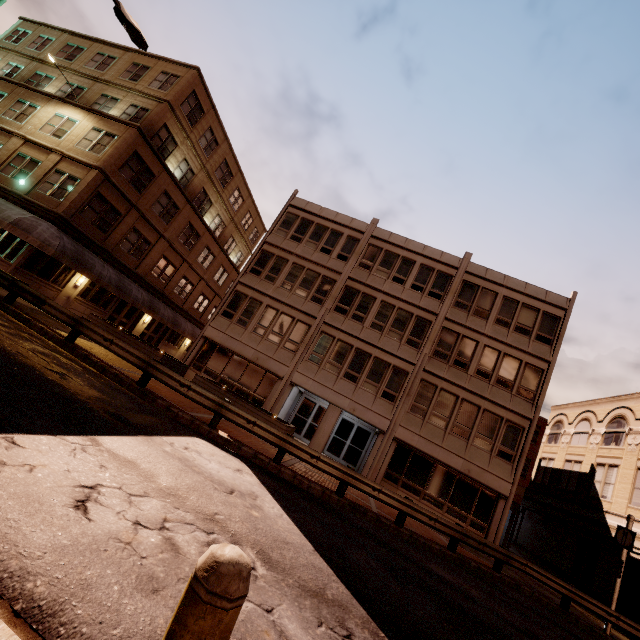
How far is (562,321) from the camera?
20.12m

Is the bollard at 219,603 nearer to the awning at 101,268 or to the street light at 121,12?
the street light at 121,12

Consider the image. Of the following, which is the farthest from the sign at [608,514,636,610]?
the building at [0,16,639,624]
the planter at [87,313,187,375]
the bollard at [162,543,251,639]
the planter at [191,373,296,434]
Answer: the planter at [87,313,187,375]

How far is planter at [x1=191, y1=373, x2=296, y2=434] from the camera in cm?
1393

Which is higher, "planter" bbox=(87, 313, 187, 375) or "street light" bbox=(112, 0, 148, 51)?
"street light" bbox=(112, 0, 148, 51)

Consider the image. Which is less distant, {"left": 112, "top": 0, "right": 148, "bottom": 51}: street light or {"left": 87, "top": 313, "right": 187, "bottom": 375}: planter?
{"left": 112, "top": 0, "right": 148, "bottom": 51}: street light

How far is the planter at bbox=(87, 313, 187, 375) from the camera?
15.61m

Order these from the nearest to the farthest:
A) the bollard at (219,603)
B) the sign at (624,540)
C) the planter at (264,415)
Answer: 1. the bollard at (219,603)
2. the sign at (624,540)
3. the planter at (264,415)
